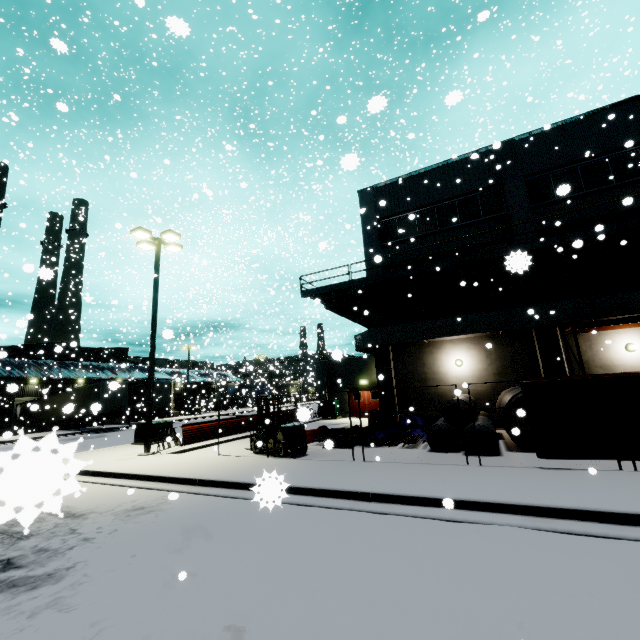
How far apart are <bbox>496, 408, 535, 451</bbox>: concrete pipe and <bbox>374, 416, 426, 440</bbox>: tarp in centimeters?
265cm

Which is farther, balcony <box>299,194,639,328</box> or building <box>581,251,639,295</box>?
building <box>581,251,639,295</box>

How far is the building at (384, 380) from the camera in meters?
15.1

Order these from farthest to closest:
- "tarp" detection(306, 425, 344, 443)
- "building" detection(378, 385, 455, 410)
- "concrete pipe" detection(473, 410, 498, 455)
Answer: "building" detection(378, 385, 455, 410), "tarp" detection(306, 425, 344, 443), "concrete pipe" detection(473, 410, 498, 455)

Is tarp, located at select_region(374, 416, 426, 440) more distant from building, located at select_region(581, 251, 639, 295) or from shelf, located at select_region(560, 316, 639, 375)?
shelf, located at select_region(560, 316, 639, 375)

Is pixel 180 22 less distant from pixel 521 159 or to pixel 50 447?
pixel 50 447

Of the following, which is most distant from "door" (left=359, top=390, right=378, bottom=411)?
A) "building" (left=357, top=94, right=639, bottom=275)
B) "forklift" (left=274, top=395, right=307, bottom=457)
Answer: "forklift" (left=274, top=395, right=307, bottom=457)

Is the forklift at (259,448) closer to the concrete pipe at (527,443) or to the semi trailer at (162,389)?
the concrete pipe at (527,443)
